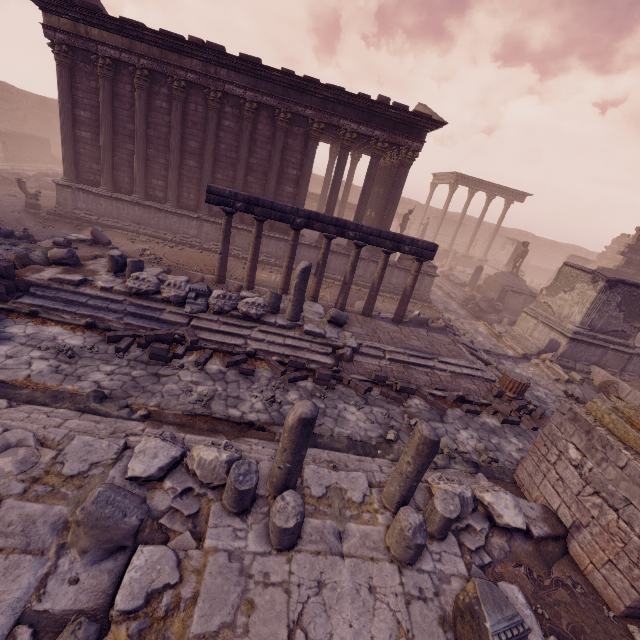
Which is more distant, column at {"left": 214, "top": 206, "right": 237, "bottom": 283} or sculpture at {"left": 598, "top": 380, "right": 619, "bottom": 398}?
sculpture at {"left": 598, "top": 380, "right": 619, "bottom": 398}

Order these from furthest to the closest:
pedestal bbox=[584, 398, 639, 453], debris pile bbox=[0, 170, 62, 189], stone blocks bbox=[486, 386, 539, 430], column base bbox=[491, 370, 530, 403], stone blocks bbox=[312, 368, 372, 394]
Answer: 1. debris pile bbox=[0, 170, 62, 189]
2. column base bbox=[491, 370, 530, 403]
3. stone blocks bbox=[486, 386, 539, 430]
4. stone blocks bbox=[312, 368, 372, 394]
5. pedestal bbox=[584, 398, 639, 453]

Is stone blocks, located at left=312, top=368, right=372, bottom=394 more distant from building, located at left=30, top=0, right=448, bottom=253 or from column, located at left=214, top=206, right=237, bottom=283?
building, located at left=30, top=0, right=448, bottom=253

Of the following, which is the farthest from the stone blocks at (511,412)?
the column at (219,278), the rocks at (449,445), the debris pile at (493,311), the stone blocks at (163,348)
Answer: the column at (219,278)

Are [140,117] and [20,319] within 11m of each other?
yes

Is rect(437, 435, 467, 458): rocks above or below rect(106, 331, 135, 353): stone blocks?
below

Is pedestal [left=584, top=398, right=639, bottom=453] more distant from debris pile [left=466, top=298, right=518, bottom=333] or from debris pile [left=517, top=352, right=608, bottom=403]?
debris pile [left=466, top=298, right=518, bottom=333]

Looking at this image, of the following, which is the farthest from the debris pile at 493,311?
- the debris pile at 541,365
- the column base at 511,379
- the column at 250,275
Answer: the column at 250,275
